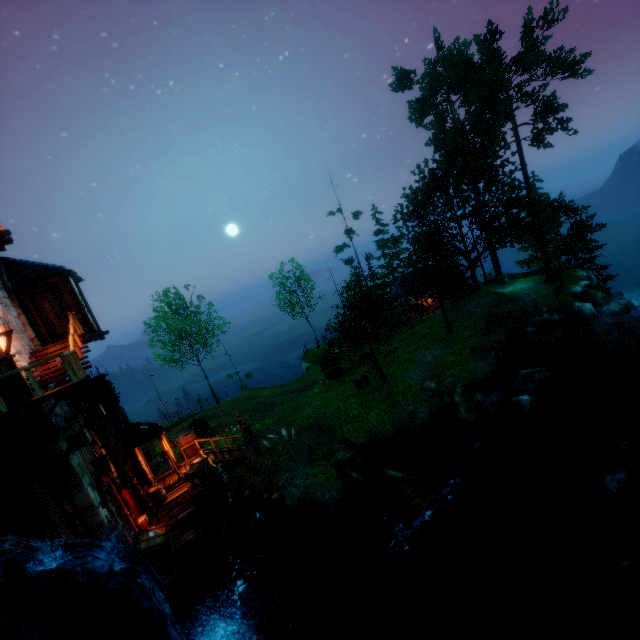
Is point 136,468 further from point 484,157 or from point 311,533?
point 484,157

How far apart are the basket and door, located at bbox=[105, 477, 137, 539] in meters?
3.0 m

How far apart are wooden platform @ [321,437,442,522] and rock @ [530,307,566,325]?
17.0m

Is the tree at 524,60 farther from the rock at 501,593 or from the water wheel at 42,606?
the water wheel at 42,606

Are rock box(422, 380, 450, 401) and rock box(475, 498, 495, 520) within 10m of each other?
yes

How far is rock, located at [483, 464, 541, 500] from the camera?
12.8m

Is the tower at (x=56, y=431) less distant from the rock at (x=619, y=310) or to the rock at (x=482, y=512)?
the rock at (x=482, y=512)

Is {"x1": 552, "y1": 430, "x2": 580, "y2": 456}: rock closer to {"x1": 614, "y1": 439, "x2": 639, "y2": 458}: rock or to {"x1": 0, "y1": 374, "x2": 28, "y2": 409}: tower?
{"x1": 614, "y1": 439, "x2": 639, "y2": 458}: rock
